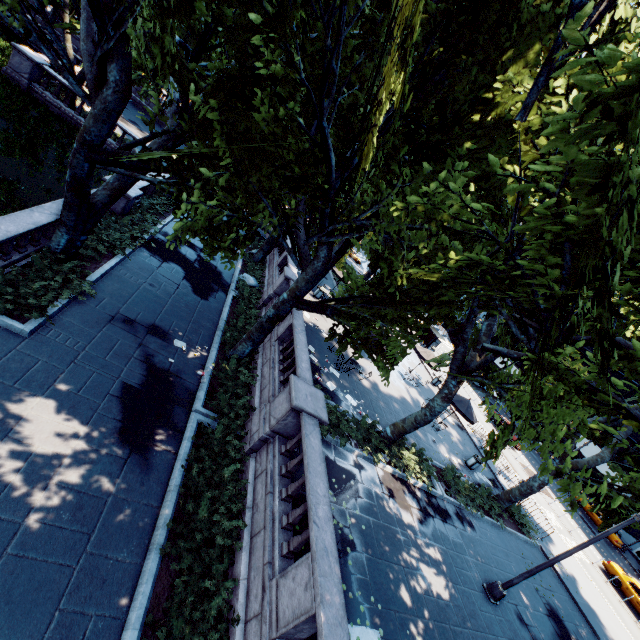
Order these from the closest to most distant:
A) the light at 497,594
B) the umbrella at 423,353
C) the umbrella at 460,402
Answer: the light at 497,594, the umbrella at 460,402, the umbrella at 423,353

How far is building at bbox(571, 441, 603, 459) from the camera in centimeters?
4591cm

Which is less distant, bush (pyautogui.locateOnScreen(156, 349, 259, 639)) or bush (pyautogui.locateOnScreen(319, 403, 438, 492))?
bush (pyautogui.locateOnScreen(156, 349, 259, 639))

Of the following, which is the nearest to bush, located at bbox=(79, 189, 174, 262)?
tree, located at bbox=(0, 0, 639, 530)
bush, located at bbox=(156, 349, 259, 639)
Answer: tree, located at bbox=(0, 0, 639, 530)

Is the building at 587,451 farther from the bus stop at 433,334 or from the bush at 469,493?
the bush at 469,493

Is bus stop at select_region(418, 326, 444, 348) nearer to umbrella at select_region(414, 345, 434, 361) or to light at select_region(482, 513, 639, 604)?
umbrella at select_region(414, 345, 434, 361)

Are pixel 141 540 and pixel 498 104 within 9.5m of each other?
no

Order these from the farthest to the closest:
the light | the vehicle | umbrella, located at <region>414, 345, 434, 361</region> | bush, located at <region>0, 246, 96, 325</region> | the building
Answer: the building → umbrella, located at <region>414, 345, 434, 361</region> → the vehicle → the light → bush, located at <region>0, 246, 96, 325</region>
